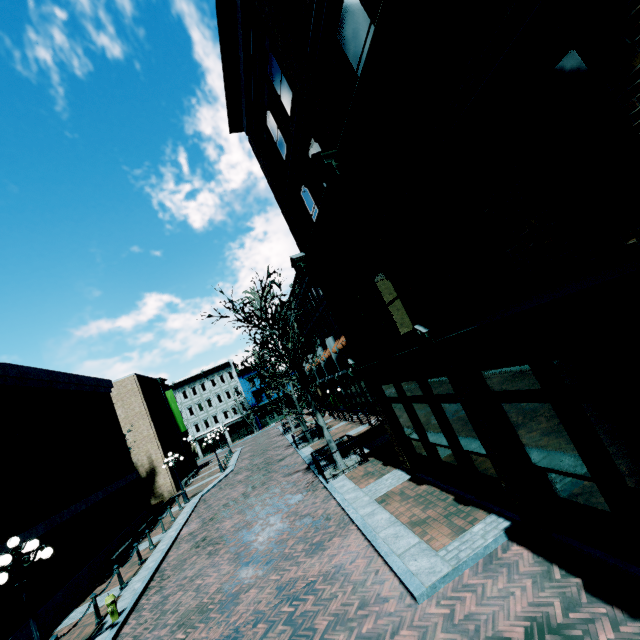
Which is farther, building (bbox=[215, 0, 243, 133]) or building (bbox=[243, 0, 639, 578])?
building (bbox=[215, 0, 243, 133])

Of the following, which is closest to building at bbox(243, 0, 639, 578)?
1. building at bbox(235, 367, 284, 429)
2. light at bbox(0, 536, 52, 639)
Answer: building at bbox(235, 367, 284, 429)

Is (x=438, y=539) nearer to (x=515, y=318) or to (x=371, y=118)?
(x=515, y=318)

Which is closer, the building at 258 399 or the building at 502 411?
the building at 502 411

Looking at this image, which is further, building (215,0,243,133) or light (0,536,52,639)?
building (215,0,243,133)

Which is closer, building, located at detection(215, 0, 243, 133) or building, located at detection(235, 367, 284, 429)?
building, located at detection(215, 0, 243, 133)

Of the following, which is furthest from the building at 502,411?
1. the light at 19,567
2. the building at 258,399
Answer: the light at 19,567
